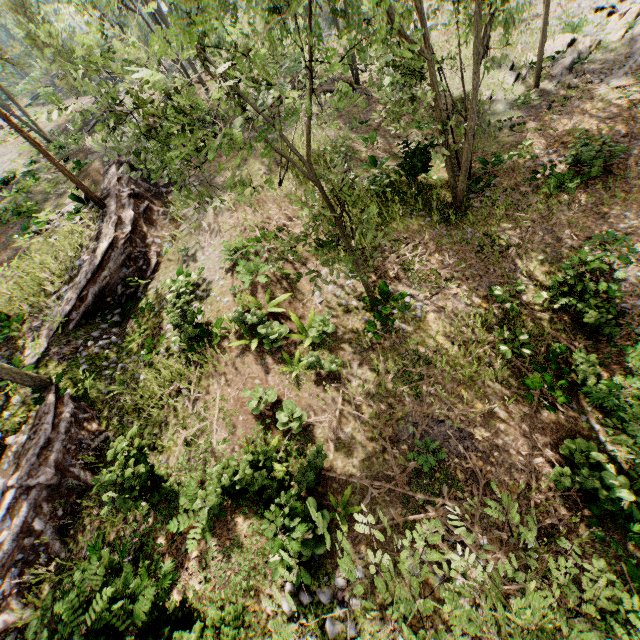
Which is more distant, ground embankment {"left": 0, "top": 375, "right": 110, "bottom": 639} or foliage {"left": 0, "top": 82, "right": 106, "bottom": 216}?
ground embankment {"left": 0, "top": 375, "right": 110, "bottom": 639}

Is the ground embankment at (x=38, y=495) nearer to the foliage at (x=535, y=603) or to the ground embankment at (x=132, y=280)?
the foliage at (x=535, y=603)

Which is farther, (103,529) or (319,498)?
(103,529)

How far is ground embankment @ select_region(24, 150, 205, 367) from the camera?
13.8 meters

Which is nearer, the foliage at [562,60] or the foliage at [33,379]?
the foliage at [33,379]

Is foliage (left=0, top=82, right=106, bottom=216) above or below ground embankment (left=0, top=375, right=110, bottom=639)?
above

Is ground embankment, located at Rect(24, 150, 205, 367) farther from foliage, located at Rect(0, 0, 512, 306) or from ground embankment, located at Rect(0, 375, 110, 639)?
ground embankment, located at Rect(0, 375, 110, 639)

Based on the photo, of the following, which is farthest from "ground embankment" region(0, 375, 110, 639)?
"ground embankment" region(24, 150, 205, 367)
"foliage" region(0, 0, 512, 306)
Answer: "ground embankment" region(24, 150, 205, 367)
